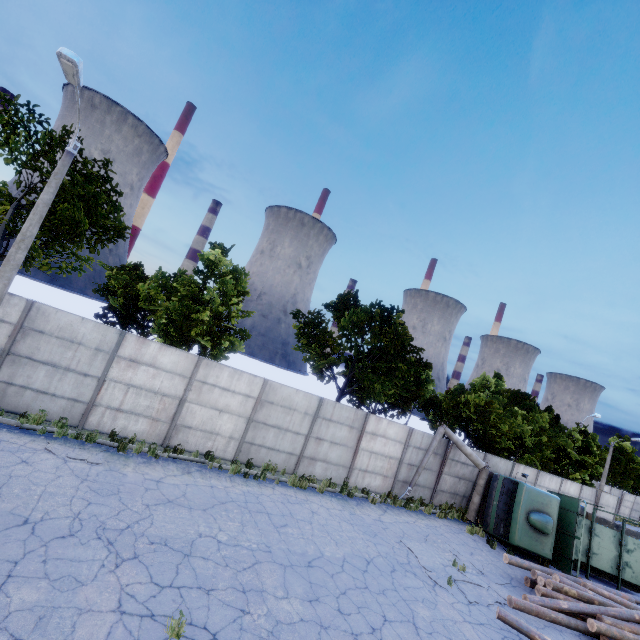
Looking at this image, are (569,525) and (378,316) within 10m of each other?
no

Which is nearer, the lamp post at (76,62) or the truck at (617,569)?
the lamp post at (76,62)

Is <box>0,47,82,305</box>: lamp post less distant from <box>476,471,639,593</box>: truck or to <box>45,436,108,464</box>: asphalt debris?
<box>45,436,108,464</box>: asphalt debris

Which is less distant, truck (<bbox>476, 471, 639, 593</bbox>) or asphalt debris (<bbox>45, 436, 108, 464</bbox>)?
asphalt debris (<bbox>45, 436, 108, 464</bbox>)

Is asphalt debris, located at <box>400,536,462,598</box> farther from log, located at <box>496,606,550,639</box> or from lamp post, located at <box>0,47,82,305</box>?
lamp post, located at <box>0,47,82,305</box>

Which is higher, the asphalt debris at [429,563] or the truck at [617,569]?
the truck at [617,569]

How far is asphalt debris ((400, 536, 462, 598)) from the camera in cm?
1027

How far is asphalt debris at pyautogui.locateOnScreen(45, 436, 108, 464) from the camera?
9.4 meters
